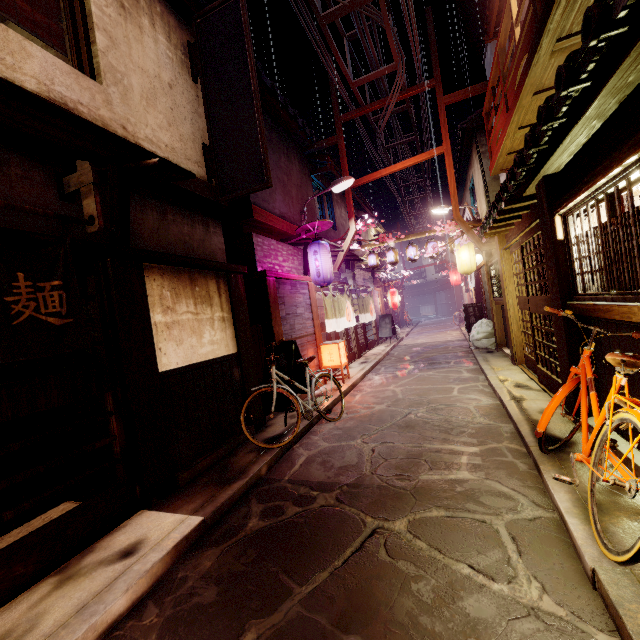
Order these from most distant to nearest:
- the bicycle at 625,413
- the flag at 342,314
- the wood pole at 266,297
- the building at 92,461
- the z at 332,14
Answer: Answer: the flag at 342,314 → the wood pole at 266,297 → the z at 332,14 → the building at 92,461 → the bicycle at 625,413

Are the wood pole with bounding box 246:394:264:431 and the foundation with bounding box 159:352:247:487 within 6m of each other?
yes

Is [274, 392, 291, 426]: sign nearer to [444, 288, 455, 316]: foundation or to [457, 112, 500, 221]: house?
[457, 112, 500, 221]: house

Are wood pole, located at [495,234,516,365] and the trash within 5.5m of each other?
yes

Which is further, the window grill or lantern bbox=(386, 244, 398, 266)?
lantern bbox=(386, 244, 398, 266)

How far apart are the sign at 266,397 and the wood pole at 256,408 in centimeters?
1cm

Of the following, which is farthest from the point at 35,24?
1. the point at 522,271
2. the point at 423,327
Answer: the point at 423,327

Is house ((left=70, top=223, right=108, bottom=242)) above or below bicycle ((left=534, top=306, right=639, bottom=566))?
above
